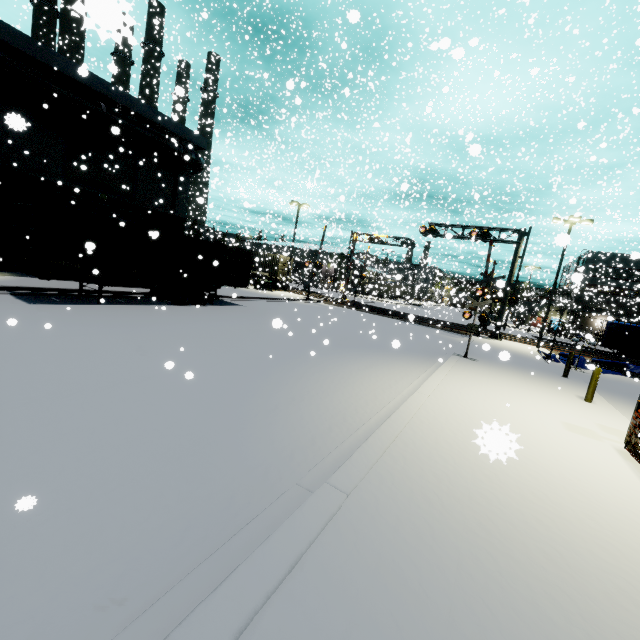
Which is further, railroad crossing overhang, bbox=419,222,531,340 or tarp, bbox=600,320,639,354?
railroad crossing overhang, bbox=419,222,531,340

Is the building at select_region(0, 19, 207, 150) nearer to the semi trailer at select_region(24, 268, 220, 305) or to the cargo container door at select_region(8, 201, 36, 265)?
the cargo container door at select_region(8, 201, 36, 265)

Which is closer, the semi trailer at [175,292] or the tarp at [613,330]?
the semi trailer at [175,292]

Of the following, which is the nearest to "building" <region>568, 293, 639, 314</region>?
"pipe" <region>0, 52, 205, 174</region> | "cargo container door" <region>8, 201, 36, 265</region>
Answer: "pipe" <region>0, 52, 205, 174</region>

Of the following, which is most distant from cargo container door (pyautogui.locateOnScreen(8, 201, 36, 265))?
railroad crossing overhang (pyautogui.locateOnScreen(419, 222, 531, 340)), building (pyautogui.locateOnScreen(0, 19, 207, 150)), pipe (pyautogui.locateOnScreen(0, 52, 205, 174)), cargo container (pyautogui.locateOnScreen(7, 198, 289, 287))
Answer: railroad crossing overhang (pyautogui.locateOnScreen(419, 222, 531, 340))

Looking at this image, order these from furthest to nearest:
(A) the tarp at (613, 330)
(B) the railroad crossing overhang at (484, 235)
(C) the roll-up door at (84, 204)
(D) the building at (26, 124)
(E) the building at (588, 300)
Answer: (E) the building at (588, 300) → (B) the railroad crossing overhang at (484, 235) → (A) the tarp at (613, 330) → (C) the roll-up door at (84, 204) → (D) the building at (26, 124)

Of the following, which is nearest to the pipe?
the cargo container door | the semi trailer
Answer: the cargo container door

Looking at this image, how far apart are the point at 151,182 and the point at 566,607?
25.6 meters
